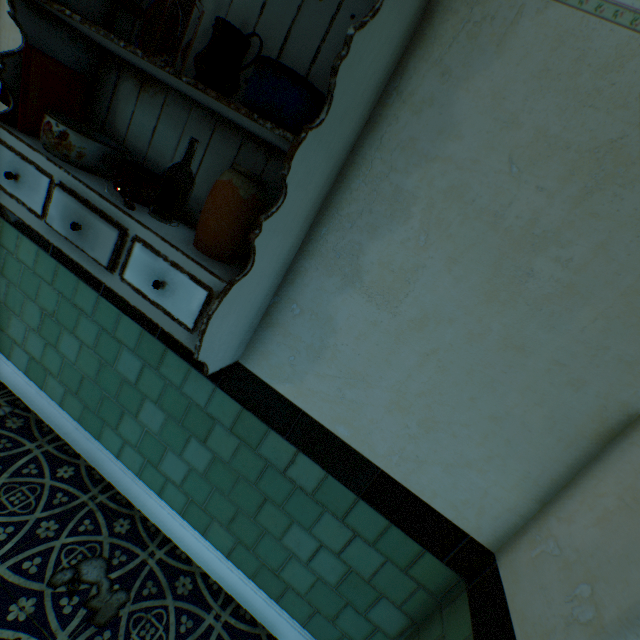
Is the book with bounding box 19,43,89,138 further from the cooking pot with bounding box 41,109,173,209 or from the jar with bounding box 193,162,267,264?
the jar with bounding box 193,162,267,264

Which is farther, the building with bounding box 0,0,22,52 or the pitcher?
the building with bounding box 0,0,22,52

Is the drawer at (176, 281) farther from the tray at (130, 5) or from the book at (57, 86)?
the tray at (130, 5)

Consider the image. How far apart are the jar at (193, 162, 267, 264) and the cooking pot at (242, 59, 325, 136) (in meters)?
0.19

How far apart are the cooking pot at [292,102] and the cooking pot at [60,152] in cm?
46

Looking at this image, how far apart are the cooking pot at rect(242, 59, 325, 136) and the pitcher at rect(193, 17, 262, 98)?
0.1 meters

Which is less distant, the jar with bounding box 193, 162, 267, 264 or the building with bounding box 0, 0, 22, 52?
the jar with bounding box 193, 162, 267, 264

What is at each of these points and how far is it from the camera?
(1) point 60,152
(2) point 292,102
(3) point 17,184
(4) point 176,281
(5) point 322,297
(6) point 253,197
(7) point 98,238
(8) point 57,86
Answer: (1) cooking pot, 1.2 meters
(2) cooking pot, 0.9 meters
(3) drawer, 1.2 meters
(4) drawer, 1.1 meters
(5) building, 1.3 meters
(6) jar, 1.1 meters
(7) drawer, 1.1 meters
(8) book, 1.3 meters
